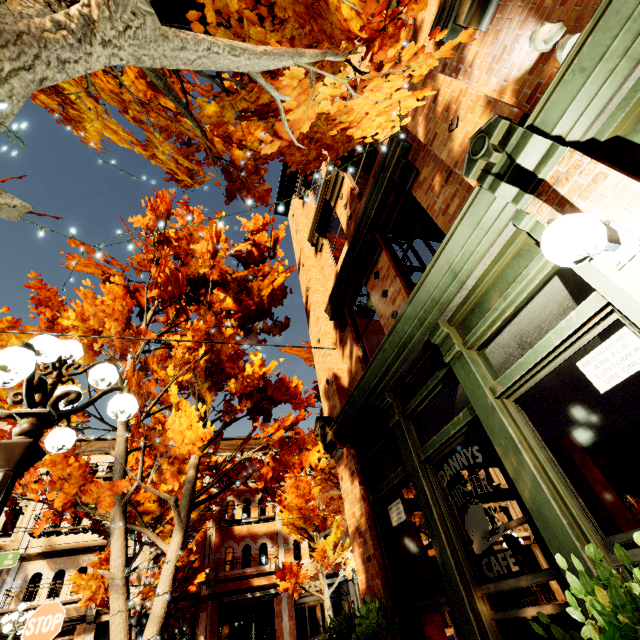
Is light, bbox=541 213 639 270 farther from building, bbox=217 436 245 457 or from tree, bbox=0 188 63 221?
building, bbox=217 436 245 457

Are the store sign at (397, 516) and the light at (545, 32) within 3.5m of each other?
no

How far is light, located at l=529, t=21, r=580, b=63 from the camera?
2.3 meters

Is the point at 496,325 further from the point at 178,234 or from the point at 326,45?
the point at 178,234

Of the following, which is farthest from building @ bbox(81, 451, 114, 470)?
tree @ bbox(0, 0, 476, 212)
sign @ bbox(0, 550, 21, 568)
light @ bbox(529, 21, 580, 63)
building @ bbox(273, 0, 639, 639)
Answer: light @ bbox(529, 21, 580, 63)

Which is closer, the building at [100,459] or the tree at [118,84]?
the tree at [118,84]

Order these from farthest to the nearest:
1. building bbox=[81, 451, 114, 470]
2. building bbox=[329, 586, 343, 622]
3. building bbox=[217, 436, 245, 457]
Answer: building bbox=[217, 436, 245, 457] → building bbox=[81, 451, 114, 470] → building bbox=[329, 586, 343, 622]

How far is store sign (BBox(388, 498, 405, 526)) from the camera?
4.5 meters
